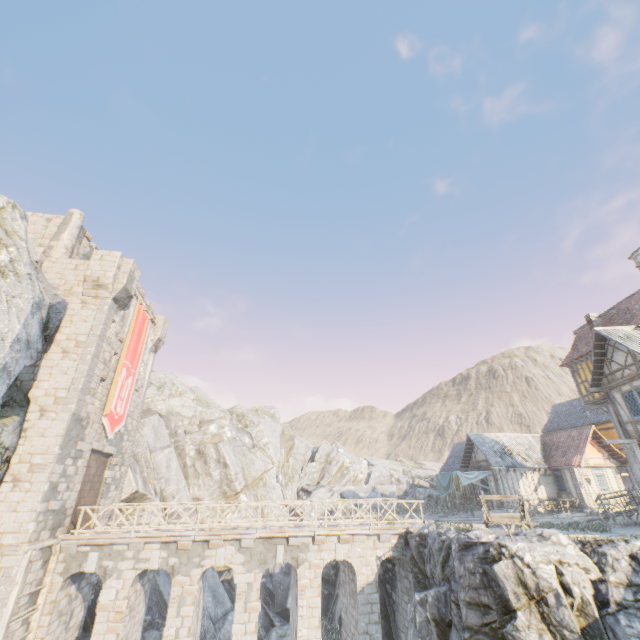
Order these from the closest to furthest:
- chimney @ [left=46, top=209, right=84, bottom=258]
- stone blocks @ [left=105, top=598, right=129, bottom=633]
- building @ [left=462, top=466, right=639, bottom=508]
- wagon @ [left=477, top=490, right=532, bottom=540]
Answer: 1. wagon @ [left=477, top=490, right=532, bottom=540]
2. stone blocks @ [left=105, top=598, right=129, bottom=633]
3. chimney @ [left=46, top=209, right=84, bottom=258]
4. building @ [left=462, top=466, right=639, bottom=508]

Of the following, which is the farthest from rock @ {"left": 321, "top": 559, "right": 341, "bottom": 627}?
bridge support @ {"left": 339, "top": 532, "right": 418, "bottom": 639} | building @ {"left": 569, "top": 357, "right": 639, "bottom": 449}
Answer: building @ {"left": 569, "top": 357, "right": 639, "bottom": 449}

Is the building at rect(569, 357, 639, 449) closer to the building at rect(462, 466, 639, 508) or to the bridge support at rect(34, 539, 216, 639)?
the building at rect(462, 466, 639, 508)

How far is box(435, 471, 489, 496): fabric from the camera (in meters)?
26.39

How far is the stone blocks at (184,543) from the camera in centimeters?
1520cm

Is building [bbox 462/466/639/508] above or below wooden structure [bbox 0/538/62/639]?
above

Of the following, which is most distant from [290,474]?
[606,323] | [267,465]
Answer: [606,323]

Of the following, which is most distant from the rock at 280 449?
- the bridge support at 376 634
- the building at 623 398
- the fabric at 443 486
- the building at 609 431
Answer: the building at 609 431
